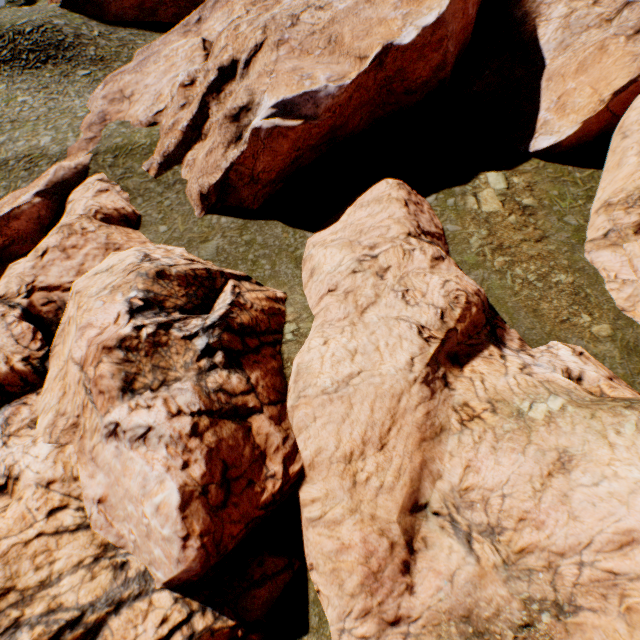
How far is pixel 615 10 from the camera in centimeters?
2536cm
